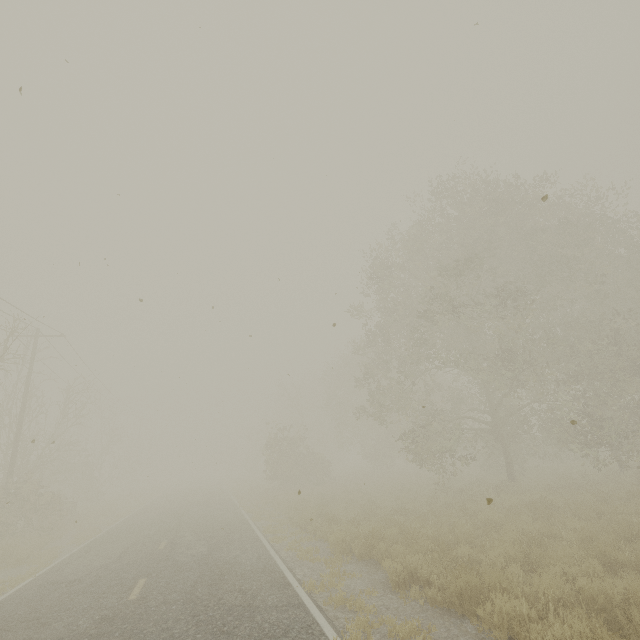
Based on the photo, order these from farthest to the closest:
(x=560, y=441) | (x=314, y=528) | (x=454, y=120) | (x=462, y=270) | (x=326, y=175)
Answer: (x=560, y=441) < (x=462, y=270) < (x=314, y=528) < (x=326, y=175) < (x=454, y=120)

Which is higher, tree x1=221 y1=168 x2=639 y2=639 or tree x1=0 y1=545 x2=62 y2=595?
tree x1=221 y1=168 x2=639 y2=639

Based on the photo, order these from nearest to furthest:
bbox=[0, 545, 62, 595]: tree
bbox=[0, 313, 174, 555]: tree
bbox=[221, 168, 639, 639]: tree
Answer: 1. bbox=[221, 168, 639, 639]: tree
2. bbox=[0, 545, 62, 595]: tree
3. bbox=[0, 313, 174, 555]: tree

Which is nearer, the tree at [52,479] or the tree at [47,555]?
the tree at [47,555]

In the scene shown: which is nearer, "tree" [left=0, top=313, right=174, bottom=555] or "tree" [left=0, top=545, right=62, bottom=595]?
"tree" [left=0, top=545, right=62, bottom=595]
